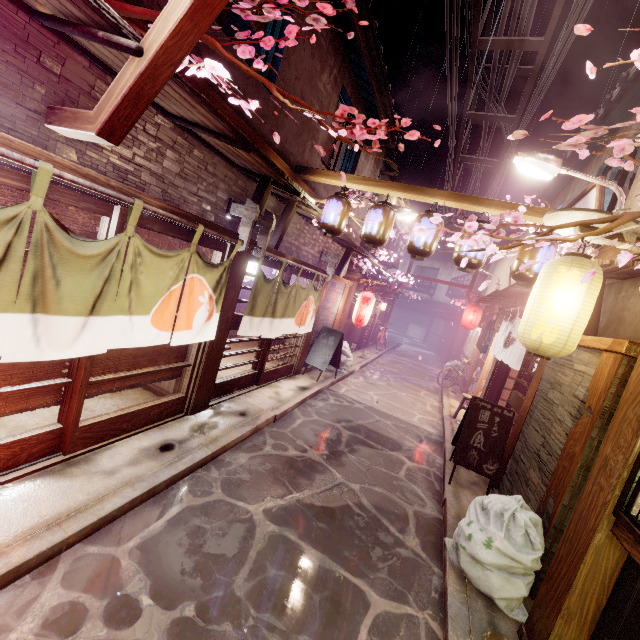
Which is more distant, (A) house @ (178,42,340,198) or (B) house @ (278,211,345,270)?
(B) house @ (278,211,345,270)

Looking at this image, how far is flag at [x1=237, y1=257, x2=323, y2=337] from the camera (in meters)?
10.12

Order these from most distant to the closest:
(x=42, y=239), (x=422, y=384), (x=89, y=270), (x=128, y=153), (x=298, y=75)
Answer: (x=422, y=384) → (x=298, y=75) → (x=128, y=153) → (x=89, y=270) → (x=42, y=239)

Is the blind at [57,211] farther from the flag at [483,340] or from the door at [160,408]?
the flag at [483,340]

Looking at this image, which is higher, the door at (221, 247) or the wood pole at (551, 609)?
the door at (221, 247)

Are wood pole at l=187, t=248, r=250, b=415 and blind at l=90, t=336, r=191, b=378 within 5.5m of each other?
yes

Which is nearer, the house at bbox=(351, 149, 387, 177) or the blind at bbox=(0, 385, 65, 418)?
the blind at bbox=(0, 385, 65, 418)

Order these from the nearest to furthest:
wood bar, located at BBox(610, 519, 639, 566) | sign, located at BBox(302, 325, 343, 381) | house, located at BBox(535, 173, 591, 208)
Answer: wood bar, located at BBox(610, 519, 639, 566), house, located at BBox(535, 173, 591, 208), sign, located at BBox(302, 325, 343, 381)
